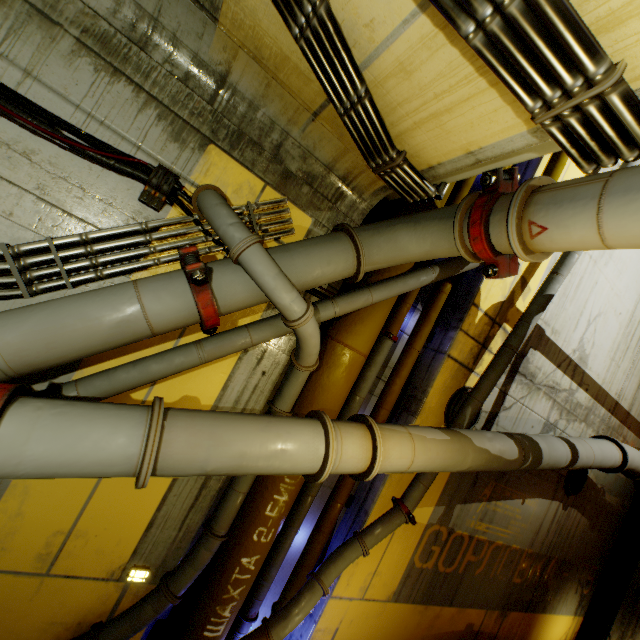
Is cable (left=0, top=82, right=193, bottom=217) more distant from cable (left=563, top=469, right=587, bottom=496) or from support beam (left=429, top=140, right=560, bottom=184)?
cable (left=563, top=469, right=587, bottom=496)

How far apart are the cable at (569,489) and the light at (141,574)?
8.42m

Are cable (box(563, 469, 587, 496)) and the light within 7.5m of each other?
no

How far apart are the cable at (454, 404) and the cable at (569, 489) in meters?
3.8

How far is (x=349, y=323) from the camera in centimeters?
398cm

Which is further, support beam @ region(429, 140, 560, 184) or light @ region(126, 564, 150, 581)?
light @ region(126, 564, 150, 581)

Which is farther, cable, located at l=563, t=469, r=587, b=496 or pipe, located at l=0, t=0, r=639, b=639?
cable, located at l=563, t=469, r=587, b=496

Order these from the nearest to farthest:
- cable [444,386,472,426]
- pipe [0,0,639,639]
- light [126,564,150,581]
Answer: pipe [0,0,639,639] < light [126,564,150,581] < cable [444,386,472,426]
